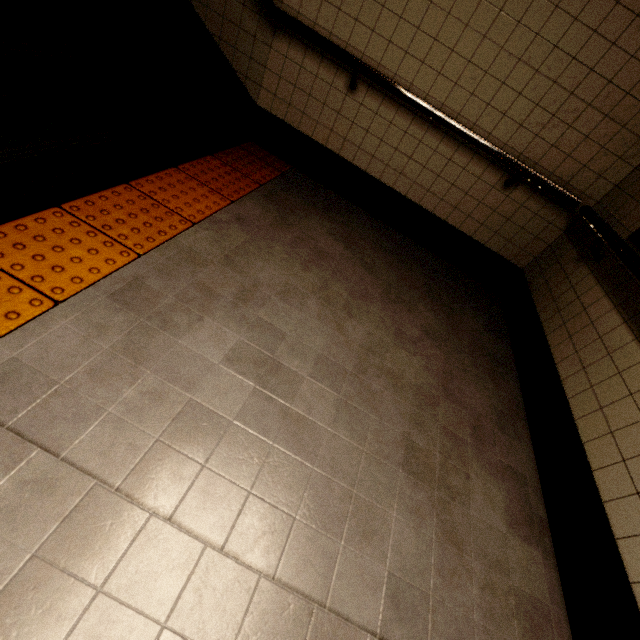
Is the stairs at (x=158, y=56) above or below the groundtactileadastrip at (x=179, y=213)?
above

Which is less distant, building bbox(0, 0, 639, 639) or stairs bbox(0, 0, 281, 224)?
building bbox(0, 0, 639, 639)

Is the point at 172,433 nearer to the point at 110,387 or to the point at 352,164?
the point at 110,387

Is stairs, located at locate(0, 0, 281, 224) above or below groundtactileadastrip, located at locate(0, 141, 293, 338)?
above

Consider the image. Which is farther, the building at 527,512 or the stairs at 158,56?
the stairs at 158,56
